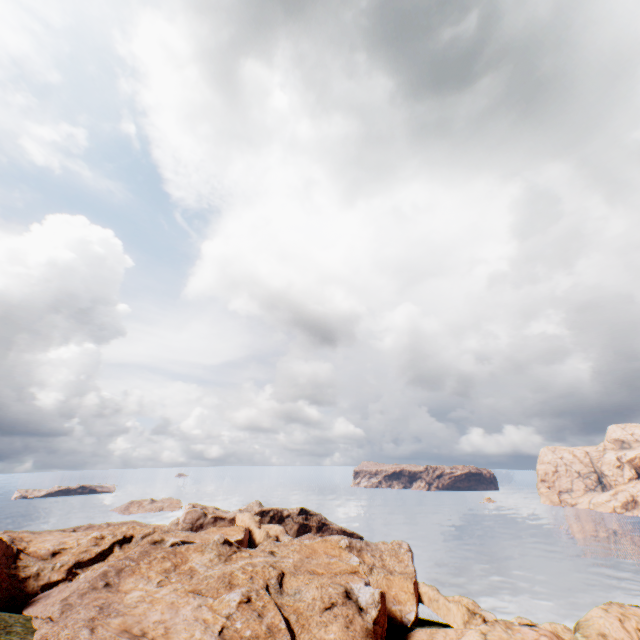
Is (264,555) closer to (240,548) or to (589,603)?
(240,548)
